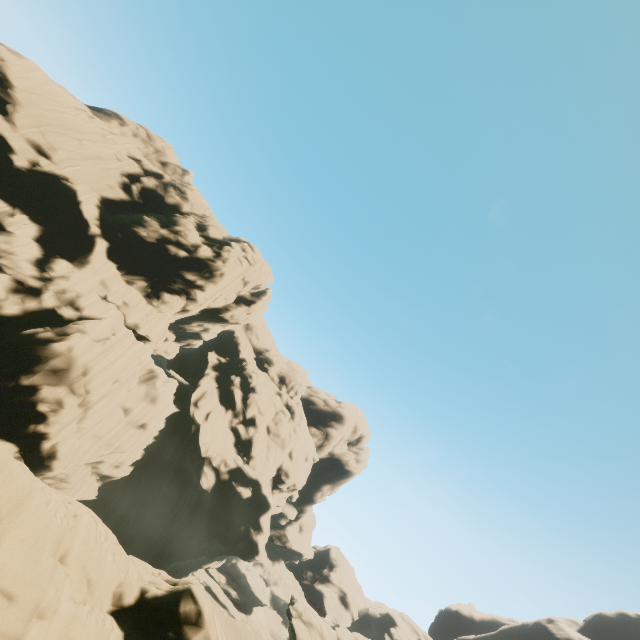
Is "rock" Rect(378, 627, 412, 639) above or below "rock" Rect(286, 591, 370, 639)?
above

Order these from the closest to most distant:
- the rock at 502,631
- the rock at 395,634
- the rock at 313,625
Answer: the rock at 313,625
the rock at 502,631
the rock at 395,634

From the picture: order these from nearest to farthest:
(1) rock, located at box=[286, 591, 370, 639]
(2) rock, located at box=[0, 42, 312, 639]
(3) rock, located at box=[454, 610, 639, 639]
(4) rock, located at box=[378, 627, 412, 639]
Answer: (2) rock, located at box=[0, 42, 312, 639] < (1) rock, located at box=[286, 591, 370, 639] < (3) rock, located at box=[454, 610, 639, 639] < (4) rock, located at box=[378, 627, 412, 639]

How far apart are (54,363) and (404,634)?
74.5 meters

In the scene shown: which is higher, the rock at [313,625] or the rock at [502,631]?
the rock at [502,631]

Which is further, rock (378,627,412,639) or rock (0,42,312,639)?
rock (378,627,412,639)
